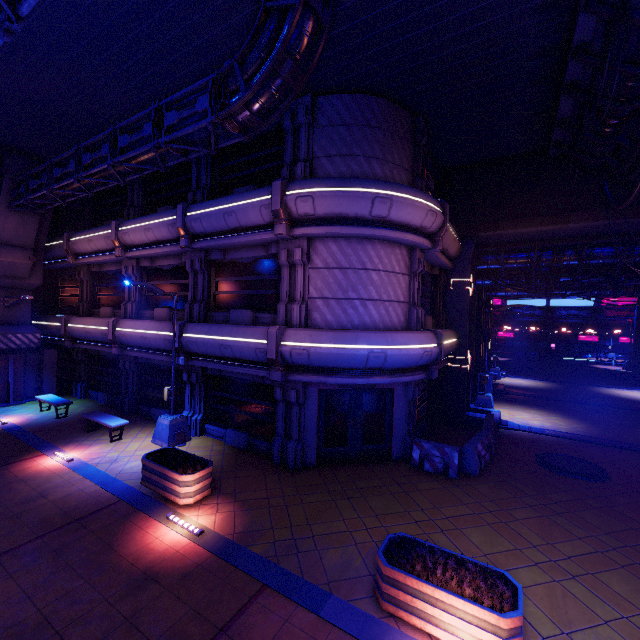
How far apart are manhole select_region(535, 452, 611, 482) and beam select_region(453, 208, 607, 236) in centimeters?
922cm

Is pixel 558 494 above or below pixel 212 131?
below

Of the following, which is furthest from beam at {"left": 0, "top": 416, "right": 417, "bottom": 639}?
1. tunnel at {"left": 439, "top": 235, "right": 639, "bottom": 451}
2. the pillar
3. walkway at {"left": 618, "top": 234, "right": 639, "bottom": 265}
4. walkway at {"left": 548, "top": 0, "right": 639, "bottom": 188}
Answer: walkway at {"left": 618, "top": 234, "right": 639, "bottom": 265}

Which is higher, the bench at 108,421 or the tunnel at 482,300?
the tunnel at 482,300

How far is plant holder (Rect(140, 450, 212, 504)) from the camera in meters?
8.4 m

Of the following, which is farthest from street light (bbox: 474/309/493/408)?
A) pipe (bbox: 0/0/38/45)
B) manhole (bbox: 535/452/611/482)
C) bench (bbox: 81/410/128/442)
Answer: pipe (bbox: 0/0/38/45)

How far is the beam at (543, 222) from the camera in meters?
12.9 m

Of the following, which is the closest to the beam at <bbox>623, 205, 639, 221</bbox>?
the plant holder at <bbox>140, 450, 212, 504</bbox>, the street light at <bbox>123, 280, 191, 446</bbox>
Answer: the street light at <bbox>123, 280, 191, 446</bbox>
